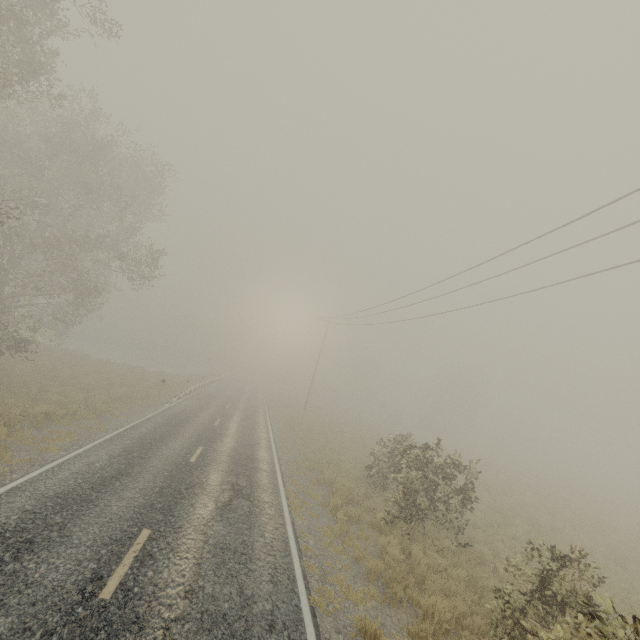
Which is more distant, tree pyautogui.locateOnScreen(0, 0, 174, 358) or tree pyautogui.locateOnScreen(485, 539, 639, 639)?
tree pyautogui.locateOnScreen(0, 0, 174, 358)

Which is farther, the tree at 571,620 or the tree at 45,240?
the tree at 45,240

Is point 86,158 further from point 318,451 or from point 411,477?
point 411,477

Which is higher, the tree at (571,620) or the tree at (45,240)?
the tree at (45,240)

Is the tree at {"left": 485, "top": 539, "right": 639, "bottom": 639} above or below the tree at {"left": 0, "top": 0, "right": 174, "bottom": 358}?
below
